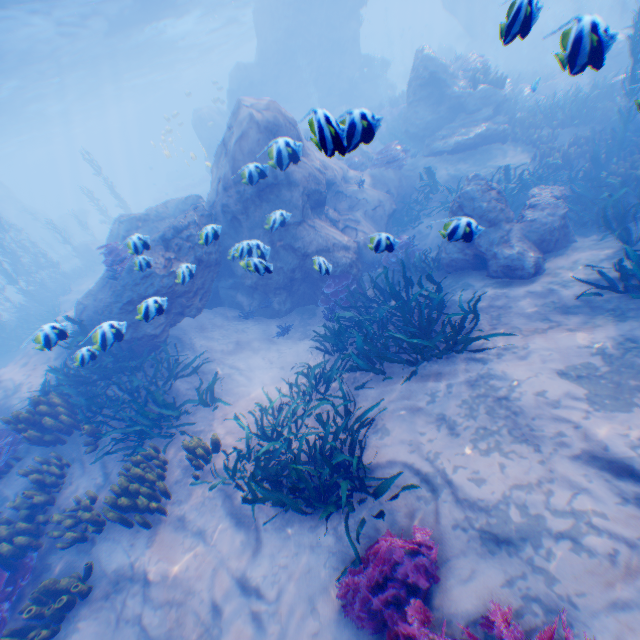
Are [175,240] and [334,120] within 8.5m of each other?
yes

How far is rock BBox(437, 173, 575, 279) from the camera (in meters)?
7.37

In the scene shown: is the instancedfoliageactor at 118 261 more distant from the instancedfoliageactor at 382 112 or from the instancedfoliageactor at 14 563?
the instancedfoliageactor at 14 563

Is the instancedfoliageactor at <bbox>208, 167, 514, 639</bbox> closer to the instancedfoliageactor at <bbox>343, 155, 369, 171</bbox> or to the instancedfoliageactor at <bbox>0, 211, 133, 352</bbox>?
the instancedfoliageactor at <bbox>343, 155, 369, 171</bbox>

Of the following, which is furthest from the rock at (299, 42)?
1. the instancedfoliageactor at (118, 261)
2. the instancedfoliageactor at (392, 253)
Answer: the instancedfoliageactor at (392, 253)

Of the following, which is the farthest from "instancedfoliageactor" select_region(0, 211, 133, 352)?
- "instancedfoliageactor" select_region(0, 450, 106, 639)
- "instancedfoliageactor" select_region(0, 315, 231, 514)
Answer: "instancedfoliageactor" select_region(0, 450, 106, 639)

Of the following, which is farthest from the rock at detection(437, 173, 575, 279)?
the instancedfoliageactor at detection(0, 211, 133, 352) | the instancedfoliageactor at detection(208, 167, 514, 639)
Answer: the instancedfoliageactor at detection(208, 167, 514, 639)

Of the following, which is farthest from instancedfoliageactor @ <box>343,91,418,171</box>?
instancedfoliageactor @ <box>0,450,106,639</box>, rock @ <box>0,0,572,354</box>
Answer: instancedfoliageactor @ <box>0,450,106,639</box>
